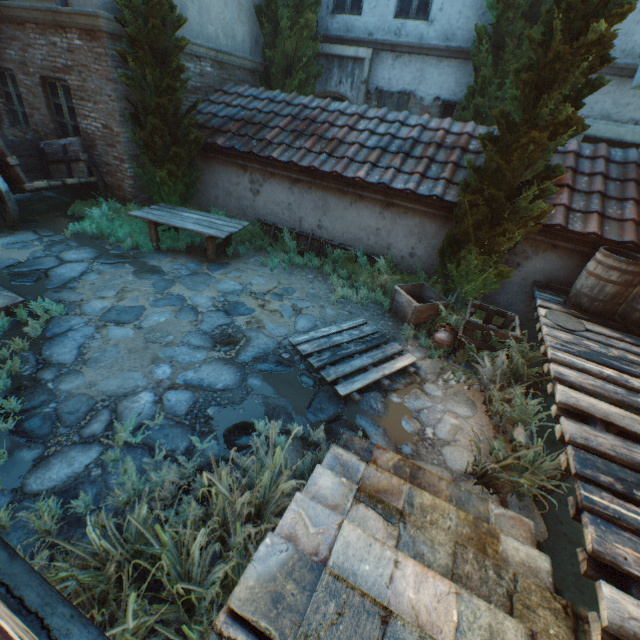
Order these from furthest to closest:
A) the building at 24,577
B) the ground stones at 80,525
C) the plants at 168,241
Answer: the plants at 168,241, the ground stones at 80,525, the building at 24,577

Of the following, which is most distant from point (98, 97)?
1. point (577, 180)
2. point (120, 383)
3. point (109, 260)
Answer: point (577, 180)

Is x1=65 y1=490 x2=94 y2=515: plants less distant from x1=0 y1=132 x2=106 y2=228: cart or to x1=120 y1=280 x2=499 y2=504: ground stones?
x1=120 y1=280 x2=499 y2=504: ground stones

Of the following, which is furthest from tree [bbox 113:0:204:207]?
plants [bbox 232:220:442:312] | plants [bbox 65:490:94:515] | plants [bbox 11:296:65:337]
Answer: plants [bbox 65:490:94:515]

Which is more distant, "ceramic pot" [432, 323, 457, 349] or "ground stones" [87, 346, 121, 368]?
"ceramic pot" [432, 323, 457, 349]

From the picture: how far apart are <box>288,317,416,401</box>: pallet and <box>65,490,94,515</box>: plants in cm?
273

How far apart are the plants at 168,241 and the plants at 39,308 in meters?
2.5 m

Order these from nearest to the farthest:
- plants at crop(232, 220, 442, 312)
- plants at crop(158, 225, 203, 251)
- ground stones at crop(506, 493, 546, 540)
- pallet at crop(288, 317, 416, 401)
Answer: ground stones at crop(506, 493, 546, 540) < pallet at crop(288, 317, 416, 401) < plants at crop(232, 220, 442, 312) < plants at crop(158, 225, 203, 251)
